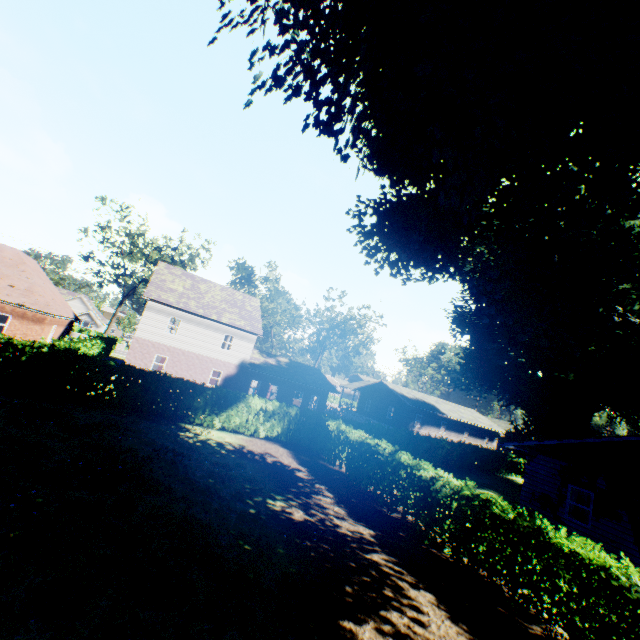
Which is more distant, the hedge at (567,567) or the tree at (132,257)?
the tree at (132,257)

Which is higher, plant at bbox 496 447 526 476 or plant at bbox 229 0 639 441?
plant at bbox 229 0 639 441

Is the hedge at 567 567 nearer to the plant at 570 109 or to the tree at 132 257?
the tree at 132 257

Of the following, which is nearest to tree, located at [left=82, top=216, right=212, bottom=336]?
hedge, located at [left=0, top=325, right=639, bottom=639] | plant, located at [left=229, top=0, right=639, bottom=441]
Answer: hedge, located at [left=0, top=325, right=639, bottom=639]

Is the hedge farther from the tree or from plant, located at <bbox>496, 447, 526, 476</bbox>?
plant, located at <bbox>496, 447, 526, 476</bbox>

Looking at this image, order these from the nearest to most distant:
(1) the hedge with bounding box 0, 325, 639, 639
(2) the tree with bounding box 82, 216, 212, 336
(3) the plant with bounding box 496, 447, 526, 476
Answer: (1) the hedge with bounding box 0, 325, 639, 639
(3) the plant with bounding box 496, 447, 526, 476
(2) the tree with bounding box 82, 216, 212, 336

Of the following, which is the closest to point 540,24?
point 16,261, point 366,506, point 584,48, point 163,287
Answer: point 584,48
